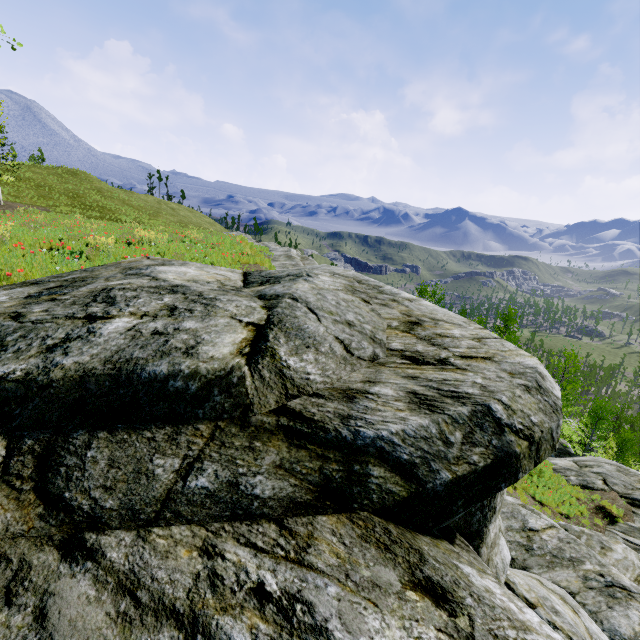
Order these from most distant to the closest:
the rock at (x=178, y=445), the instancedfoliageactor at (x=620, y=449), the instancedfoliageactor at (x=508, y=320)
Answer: the instancedfoliageactor at (x=508, y=320) < the instancedfoliageactor at (x=620, y=449) < the rock at (x=178, y=445)

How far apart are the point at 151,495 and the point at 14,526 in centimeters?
66cm

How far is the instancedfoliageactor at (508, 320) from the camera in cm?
2906

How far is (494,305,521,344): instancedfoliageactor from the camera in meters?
29.1 m

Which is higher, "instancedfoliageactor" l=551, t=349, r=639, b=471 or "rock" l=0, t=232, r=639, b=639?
"rock" l=0, t=232, r=639, b=639

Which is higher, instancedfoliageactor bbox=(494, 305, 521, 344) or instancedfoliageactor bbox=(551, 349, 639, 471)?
instancedfoliageactor bbox=(494, 305, 521, 344)

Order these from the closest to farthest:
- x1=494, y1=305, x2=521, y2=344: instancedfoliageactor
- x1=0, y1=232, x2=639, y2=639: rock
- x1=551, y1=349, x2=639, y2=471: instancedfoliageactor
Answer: x1=0, y1=232, x2=639, y2=639: rock, x1=551, y1=349, x2=639, y2=471: instancedfoliageactor, x1=494, y1=305, x2=521, y2=344: instancedfoliageactor
